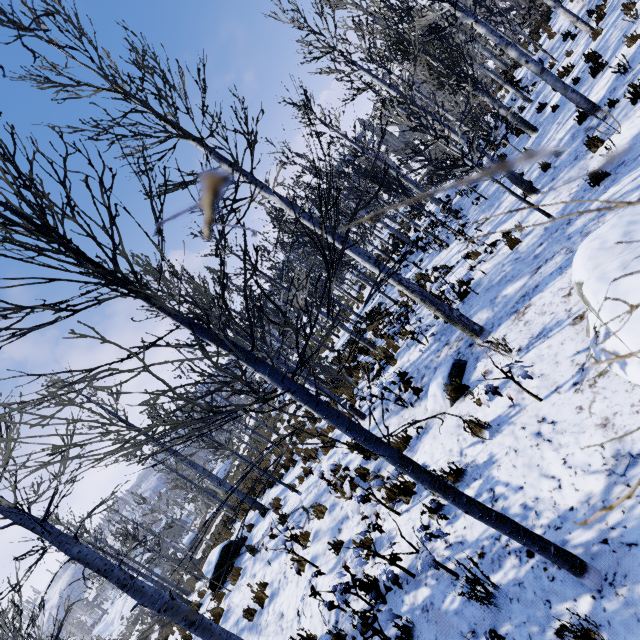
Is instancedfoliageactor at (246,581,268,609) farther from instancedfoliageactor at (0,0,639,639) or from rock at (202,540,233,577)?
instancedfoliageactor at (0,0,639,639)

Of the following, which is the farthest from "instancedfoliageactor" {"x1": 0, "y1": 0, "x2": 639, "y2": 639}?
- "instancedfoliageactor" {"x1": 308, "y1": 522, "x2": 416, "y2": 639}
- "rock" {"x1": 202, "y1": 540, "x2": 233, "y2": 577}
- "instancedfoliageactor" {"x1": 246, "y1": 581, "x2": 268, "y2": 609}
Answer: "instancedfoliageactor" {"x1": 308, "y1": 522, "x2": 416, "y2": 639}

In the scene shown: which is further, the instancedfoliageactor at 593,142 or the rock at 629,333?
the instancedfoliageactor at 593,142

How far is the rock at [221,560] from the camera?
10.9 meters

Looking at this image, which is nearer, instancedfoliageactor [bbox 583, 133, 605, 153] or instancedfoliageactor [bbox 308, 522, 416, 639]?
instancedfoliageactor [bbox 308, 522, 416, 639]

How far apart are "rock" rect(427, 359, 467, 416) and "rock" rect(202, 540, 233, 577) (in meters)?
9.73

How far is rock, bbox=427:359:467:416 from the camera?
5.9 meters

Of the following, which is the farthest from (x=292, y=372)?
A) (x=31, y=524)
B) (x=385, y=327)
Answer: (x=385, y=327)
